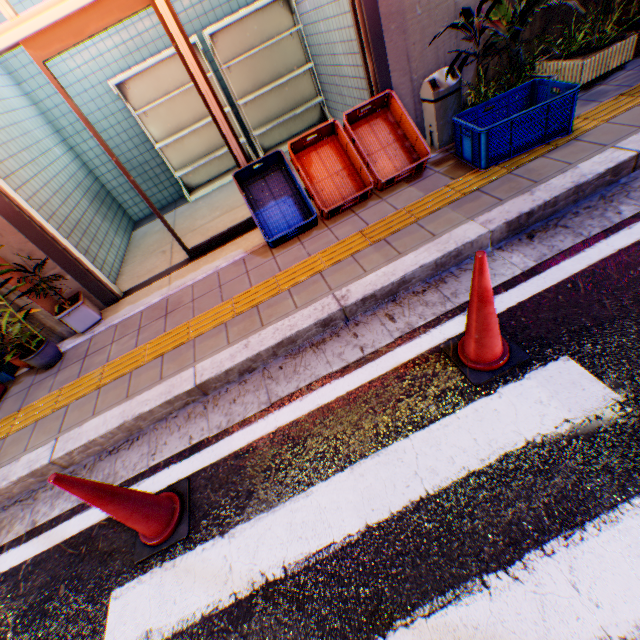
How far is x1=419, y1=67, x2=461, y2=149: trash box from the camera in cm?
→ 352

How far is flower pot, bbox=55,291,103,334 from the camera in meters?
3.8

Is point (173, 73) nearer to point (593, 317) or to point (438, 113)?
point (438, 113)

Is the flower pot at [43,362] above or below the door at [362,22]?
below

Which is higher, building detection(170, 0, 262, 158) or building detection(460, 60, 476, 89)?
building detection(170, 0, 262, 158)

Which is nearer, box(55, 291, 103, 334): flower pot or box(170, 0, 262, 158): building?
box(55, 291, 103, 334): flower pot

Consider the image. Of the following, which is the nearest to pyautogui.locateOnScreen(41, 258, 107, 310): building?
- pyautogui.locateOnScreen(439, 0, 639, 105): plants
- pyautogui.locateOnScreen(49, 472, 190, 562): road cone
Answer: pyautogui.locateOnScreen(439, 0, 639, 105): plants

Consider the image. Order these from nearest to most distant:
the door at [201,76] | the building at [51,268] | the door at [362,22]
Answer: the door at [201,76] → the door at [362,22] → the building at [51,268]
